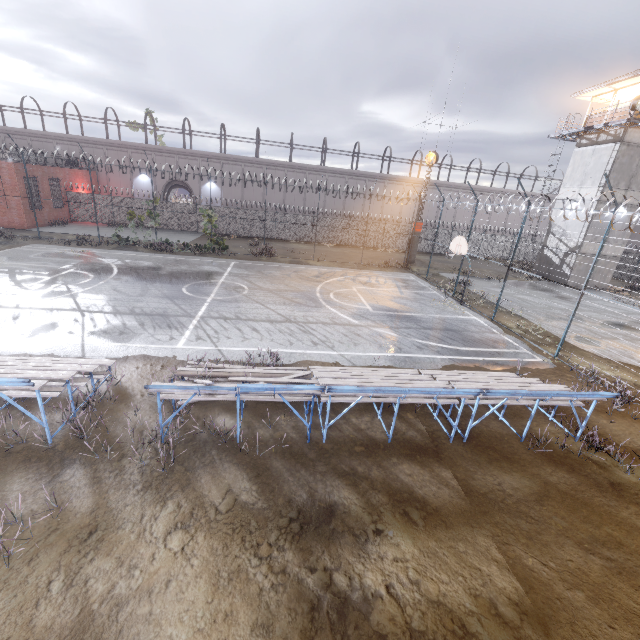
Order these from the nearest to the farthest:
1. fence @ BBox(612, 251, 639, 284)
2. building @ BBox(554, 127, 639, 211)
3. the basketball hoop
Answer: fence @ BBox(612, 251, 639, 284) < the basketball hoop < building @ BBox(554, 127, 639, 211)

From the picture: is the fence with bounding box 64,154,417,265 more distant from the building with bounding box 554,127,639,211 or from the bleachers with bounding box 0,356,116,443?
the building with bounding box 554,127,639,211

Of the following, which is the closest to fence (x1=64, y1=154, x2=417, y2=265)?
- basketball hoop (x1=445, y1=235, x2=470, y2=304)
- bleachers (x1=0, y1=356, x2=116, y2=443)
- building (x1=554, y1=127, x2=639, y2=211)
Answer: basketball hoop (x1=445, y1=235, x2=470, y2=304)

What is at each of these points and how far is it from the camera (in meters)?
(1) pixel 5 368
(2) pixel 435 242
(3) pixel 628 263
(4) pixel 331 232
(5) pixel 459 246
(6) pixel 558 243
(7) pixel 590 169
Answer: (1) bleachers, 7.02
(2) fence, 22.41
(3) fence, 32.78
(4) fence, 35.12
(5) basketball hoop, 17.03
(6) building, 27.75
(7) building, 25.23

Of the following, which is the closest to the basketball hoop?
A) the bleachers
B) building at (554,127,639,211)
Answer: building at (554,127,639,211)

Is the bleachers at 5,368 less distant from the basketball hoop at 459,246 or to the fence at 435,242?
the fence at 435,242

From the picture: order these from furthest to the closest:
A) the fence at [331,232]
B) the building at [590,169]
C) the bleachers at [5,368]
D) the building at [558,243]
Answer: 1. the fence at [331,232]
2. the building at [558,243]
3. the building at [590,169]
4. the bleachers at [5,368]
